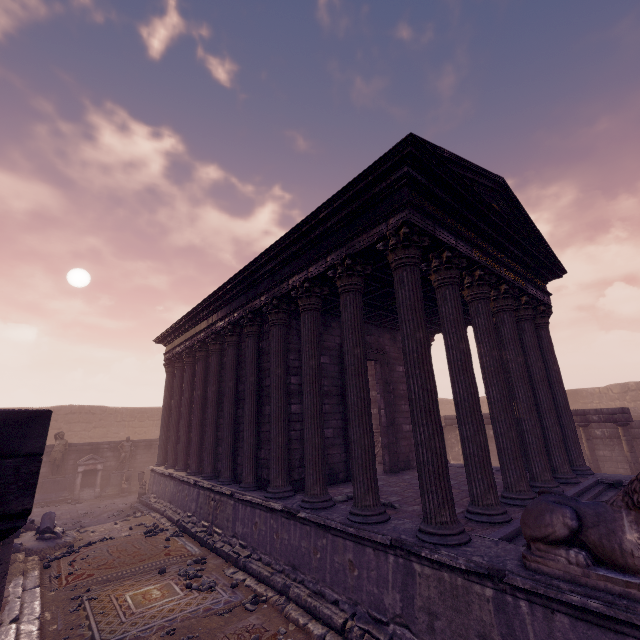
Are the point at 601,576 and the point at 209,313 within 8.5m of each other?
no

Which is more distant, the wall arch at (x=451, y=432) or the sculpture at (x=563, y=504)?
the wall arch at (x=451, y=432)

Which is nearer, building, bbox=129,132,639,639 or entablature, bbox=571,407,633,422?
building, bbox=129,132,639,639

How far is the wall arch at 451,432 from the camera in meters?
18.9 m

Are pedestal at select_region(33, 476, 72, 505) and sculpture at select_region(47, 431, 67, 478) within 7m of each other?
yes

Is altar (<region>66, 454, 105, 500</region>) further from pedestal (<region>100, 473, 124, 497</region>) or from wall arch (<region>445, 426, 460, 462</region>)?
wall arch (<region>445, 426, 460, 462</region>)

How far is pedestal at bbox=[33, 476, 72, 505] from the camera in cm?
1532

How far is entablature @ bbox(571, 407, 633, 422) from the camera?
12.3m
